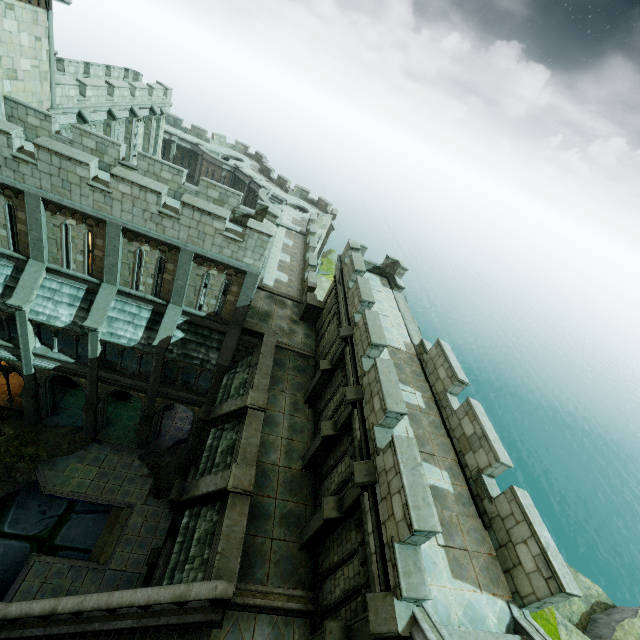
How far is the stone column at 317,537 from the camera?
8.59m

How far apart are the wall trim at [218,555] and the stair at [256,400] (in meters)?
3.27

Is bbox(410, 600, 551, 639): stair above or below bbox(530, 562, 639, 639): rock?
above

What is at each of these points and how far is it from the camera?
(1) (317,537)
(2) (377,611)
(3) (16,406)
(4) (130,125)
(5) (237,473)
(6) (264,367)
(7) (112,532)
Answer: (1) stone column, 10.4m
(2) stone column, 6.3m
(3) wall trim, 19.4m
(4) stone column, 25.2m
(5) stair, 11.2m
(6) wall trim, 15.9m
(7) stone column, 17.4m

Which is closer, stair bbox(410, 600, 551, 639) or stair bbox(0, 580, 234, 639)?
stair bbox(410, 600, 551, 639)

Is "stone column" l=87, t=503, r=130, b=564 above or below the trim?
below

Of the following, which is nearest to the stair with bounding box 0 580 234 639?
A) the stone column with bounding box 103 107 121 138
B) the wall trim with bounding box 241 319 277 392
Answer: the wall trim with bounding box 241 319 277 392

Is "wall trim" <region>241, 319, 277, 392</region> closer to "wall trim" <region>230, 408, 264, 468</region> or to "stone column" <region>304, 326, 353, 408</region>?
"wall trim" <region>230, 408, 264, 468</region>
